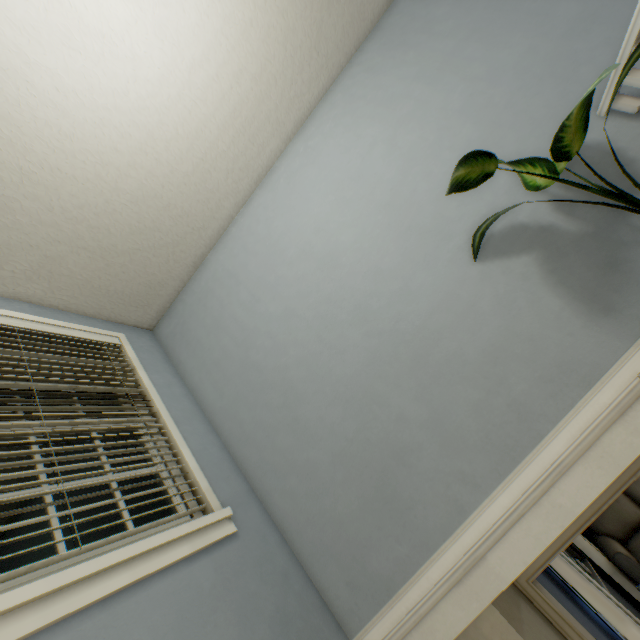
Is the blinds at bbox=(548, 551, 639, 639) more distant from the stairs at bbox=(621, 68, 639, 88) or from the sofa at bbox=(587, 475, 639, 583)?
the stairs at bbox=(621, 68, 639, 88)

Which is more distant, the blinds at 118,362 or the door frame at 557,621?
the door frame at 557,621

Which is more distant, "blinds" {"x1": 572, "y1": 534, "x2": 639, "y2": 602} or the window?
"blinds" {"x1": 572, "y1": 534, "x2": 639, "y2": 602}

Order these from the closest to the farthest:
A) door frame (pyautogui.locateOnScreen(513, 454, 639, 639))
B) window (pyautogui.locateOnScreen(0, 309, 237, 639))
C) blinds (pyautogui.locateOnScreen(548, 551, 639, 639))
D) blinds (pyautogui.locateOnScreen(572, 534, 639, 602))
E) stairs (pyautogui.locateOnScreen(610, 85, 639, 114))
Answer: window (pyautogui.locateOnScreen(0, 309, 237, 639)), stairs (pyautogui.locateOnScreen(610, 85, 639, 114)), door frame (pyautogui.locateOnScreen(513, 454, 639, 639)), blinds (pyautogui.locateOnScreen(548, 551, 639, 639)), blinds (pyautogui.locateOnScreen(572, 534, 639, 602))

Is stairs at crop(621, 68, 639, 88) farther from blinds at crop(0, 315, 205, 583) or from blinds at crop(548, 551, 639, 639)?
blinds at crop(548, 551, 639, 639)

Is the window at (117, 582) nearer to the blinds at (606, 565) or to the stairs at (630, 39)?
the stairs at (630, 39)

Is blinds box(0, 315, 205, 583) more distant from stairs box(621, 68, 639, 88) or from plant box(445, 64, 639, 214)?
plant box(445, 64, 639, 214)

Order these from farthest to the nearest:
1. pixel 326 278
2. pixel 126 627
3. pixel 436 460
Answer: pixel 326 278, pixel 436 460, pixel 126 627
